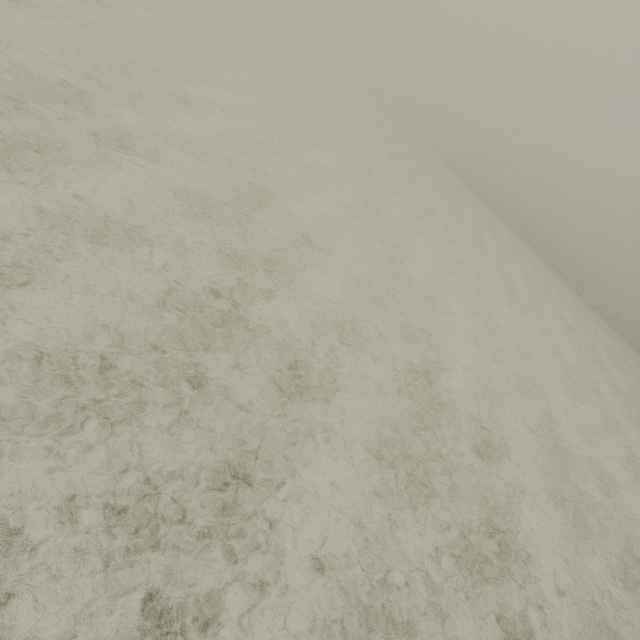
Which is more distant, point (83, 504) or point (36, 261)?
point (36, 261)
